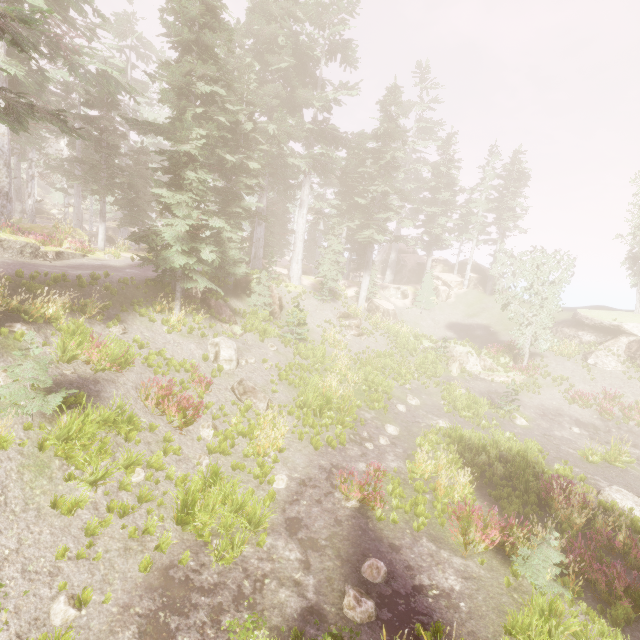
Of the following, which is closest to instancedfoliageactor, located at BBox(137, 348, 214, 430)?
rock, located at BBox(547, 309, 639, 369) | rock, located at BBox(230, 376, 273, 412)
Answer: rock, located at BBox(547, 309, 639, 369)

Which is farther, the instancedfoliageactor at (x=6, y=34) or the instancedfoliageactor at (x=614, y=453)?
the instancedfoliageactor at (x=614, y=453)

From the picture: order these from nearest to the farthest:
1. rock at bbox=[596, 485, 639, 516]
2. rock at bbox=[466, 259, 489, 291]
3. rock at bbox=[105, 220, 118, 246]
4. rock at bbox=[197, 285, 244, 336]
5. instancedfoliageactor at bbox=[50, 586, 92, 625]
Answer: instancedfoliageactor at bbox=[50, 586, 92, 625] < rock at bbox=[596, 485, 639, 516] < rock at bbox=[197, 285, 244, 336] < rock at bbox=[105, 220, 118, 246] < rock at bbox=[466, 259, 489, 291]

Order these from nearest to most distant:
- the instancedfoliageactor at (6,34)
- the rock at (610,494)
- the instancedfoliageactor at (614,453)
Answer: the rock at (610,494) < the instancedfoliageactor at (6,34) < the instancedfoliageactor at (614,453)

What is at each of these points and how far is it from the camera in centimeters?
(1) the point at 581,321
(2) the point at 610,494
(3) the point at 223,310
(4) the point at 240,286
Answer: (1) rock, 2800cm
(2) rock, 1220cm
(3) rock, 1884cm
(4) rock, 2194cm

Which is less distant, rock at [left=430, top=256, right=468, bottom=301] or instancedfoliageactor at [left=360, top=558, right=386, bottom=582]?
instancedfoliageactor at [left=360, top=558, right=386, bottom=582]

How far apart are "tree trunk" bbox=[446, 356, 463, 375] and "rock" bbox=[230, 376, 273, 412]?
16.1m

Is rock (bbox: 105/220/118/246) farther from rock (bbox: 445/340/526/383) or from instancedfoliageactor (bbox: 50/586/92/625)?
rock (bbox: 445/340/526/383)
